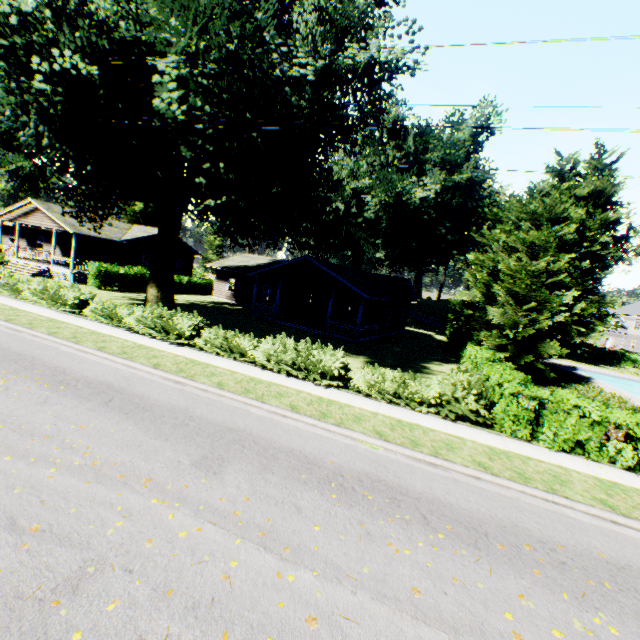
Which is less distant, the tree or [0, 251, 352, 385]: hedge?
[0, 251, 352, 385]: hedge

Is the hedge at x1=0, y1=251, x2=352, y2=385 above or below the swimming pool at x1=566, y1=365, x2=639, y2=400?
above

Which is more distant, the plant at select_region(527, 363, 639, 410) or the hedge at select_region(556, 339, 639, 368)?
the hedge at select_region(556, 339, 639, 368)

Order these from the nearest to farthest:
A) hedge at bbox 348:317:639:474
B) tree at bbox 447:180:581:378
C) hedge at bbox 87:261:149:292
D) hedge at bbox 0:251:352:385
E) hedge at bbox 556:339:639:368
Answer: hedge at bbox 348:317:639:474 < hedge at bbox 0:251:352:385 < tree at bbox 447:180:581:378 < hedge at bbox 87:261:149:292 < hedge at bbox 556:339:639:368

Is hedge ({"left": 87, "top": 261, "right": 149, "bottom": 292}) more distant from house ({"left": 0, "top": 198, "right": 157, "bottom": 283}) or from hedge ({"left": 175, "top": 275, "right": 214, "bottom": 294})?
hedge ({"left": 175, "top": 275, "right": 214, "bottom": 294})

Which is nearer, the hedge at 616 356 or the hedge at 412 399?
the hedge at 412 399

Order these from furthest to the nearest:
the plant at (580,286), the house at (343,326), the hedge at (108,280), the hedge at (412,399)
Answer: the plant at (580,286)
the hedge at (108,280)
the house at (343,326)
the hedge at (412,399)

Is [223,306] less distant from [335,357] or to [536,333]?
[335,357]
